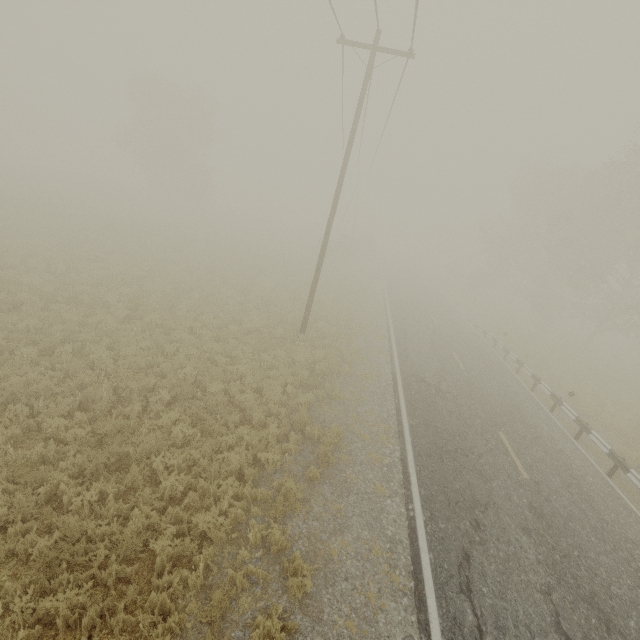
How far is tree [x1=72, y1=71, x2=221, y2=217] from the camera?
36.1 meters

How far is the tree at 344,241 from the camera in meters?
35.2

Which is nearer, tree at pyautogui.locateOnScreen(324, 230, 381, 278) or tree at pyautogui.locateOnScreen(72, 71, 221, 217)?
tree at pyautogui.locateOnScreen(324, 230, 381, 278)

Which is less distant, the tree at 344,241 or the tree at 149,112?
the tree at 344,241

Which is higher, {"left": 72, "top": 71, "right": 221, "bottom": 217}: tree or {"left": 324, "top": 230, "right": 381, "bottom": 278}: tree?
{"left": 72, "top": 71, "right": 221, "bottom": 217}: tree

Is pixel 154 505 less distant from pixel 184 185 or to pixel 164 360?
pixel 164 360

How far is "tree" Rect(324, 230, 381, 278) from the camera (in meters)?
35.25
